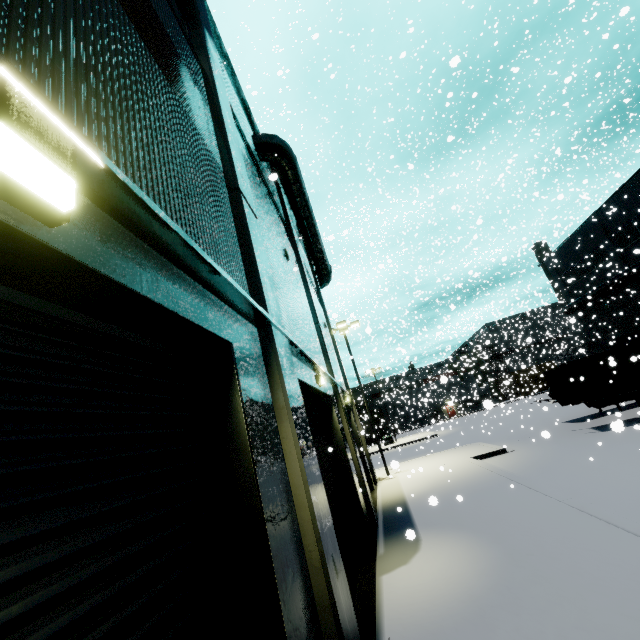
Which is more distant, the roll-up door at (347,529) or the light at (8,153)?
the roll-up door at (347,529)

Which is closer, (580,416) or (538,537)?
(538,537)

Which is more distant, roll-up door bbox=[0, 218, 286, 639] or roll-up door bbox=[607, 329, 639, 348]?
roll-up door bbox=[607, 329, 639, 348]

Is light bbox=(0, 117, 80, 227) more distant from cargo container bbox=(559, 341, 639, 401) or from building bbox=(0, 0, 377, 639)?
cargo container bbox=(559, 341, 639, 401)

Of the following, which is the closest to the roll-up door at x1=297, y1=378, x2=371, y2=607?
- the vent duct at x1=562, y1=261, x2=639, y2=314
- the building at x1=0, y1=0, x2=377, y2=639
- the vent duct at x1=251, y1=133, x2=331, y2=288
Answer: the building at x1=0, y1=0, x2=377, y2=639

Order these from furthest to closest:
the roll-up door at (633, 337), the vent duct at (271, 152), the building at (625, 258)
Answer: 1. the roll-up door at (633, 337)
2. the building at (625, 258)
3. the vent duct at (271, 152)

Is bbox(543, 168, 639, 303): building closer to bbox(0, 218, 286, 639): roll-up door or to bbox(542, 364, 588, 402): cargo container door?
bbox(0, 218, 286, 639): roll-up door
